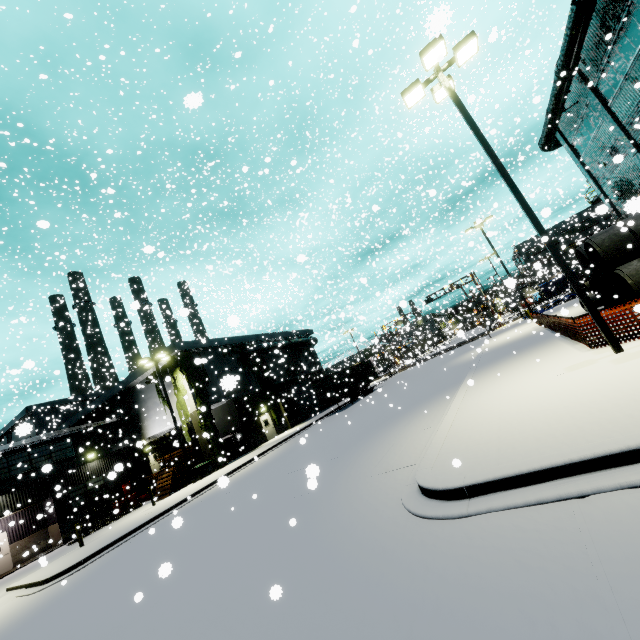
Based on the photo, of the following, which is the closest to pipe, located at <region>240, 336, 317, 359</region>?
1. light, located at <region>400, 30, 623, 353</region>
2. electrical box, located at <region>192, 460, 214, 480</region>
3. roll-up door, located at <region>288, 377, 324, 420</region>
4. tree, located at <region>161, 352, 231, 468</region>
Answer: tree, located at <region>161, 352, 231, 468</region>

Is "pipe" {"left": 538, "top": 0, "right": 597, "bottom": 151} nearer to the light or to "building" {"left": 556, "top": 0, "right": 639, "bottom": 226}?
"building" {"left": 556, "top": 0, "right": 639, "bottom": 226}

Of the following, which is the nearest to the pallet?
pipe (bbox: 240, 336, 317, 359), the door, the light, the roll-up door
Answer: the door

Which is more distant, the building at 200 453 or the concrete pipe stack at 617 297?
the building at 200 453

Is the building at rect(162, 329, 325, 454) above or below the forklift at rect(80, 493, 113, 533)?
above

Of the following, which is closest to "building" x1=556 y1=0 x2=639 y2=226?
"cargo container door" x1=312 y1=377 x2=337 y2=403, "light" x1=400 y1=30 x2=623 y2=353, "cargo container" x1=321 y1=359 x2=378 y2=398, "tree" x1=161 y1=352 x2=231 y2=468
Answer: "tree" x1=161 y1=352 x2=231 y2=468

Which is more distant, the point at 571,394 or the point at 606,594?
the point at 571,394

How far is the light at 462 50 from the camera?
8.4 meters
